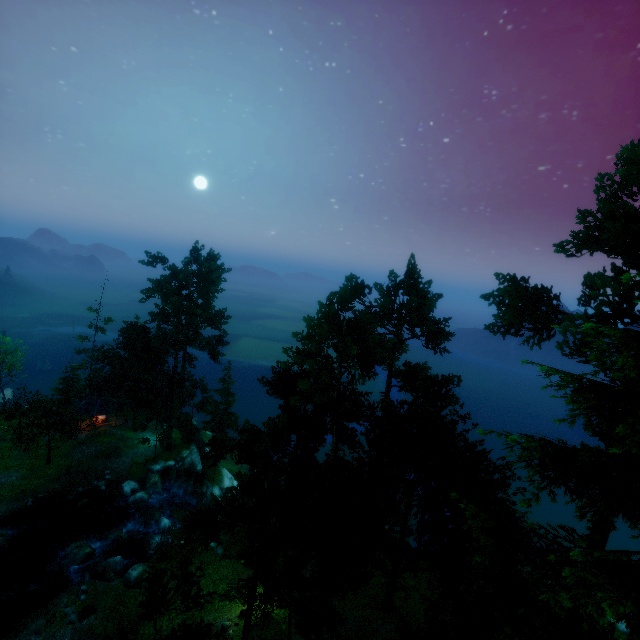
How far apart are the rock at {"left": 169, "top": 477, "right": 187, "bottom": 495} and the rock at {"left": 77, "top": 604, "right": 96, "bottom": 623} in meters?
16.4 m

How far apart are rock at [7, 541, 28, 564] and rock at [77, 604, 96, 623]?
10.1 meters

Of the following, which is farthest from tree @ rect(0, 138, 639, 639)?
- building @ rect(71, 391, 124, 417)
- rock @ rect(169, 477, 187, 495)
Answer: rock @ rect(169, 477, 187, 495)

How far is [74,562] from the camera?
26.5 meters

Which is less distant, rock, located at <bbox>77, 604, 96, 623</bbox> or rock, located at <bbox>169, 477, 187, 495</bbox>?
rock, located at <bbox>77, 604, 96, 623</bbox>

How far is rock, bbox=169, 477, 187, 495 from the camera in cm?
3834

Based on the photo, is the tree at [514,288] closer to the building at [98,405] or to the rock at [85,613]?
the building at [98,405]

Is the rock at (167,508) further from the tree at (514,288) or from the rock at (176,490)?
the tree at (514,288)
